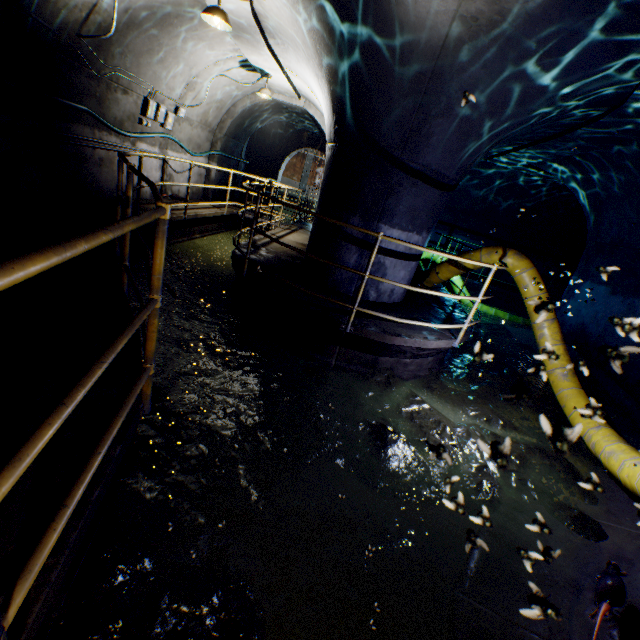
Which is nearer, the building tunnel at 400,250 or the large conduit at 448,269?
the building tunnel at 400,250

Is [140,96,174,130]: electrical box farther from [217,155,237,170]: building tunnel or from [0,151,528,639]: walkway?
[0,151,528,639]: walkway

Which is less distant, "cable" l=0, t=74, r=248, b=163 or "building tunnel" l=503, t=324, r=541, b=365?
"cable" l=0, t=74, r=248, b=163

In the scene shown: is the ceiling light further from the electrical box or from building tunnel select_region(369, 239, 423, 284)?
the electrical box

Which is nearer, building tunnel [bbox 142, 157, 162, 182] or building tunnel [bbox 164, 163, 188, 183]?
building tunnel [bbox 142, 157, 162, 182]

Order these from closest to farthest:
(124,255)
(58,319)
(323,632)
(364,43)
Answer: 1. (323,632)
2. (58,319)
3. (124,255)
4. (364,43)

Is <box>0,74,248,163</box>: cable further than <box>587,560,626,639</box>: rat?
Yes

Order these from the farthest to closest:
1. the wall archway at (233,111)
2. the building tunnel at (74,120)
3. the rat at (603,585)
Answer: the wall archway at (233,111) < the building tunnel at (74,120) < the rat at (603,585)
